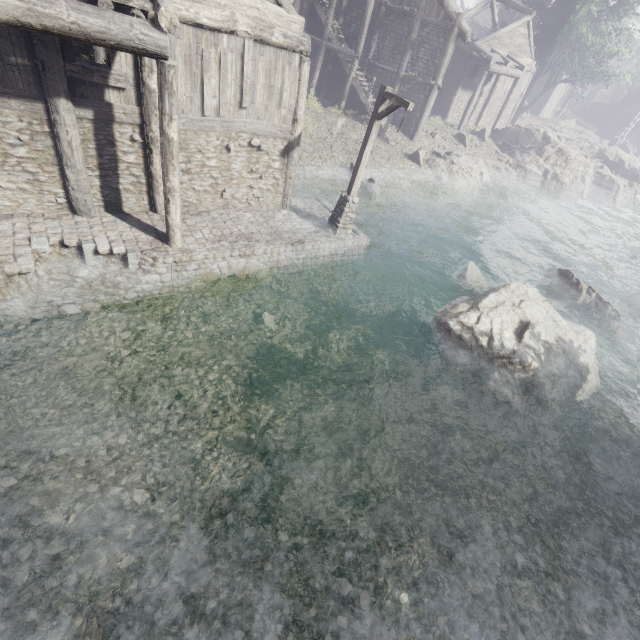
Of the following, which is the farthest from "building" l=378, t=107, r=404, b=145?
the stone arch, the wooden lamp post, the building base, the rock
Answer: the stone arch

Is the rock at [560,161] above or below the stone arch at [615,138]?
below

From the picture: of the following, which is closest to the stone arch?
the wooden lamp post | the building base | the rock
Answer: the rock

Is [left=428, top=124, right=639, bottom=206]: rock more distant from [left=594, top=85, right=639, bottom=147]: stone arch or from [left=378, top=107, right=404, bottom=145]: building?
[left=594, top=85, right=639, bottom=147]: stone arch

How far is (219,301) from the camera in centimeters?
1009cm

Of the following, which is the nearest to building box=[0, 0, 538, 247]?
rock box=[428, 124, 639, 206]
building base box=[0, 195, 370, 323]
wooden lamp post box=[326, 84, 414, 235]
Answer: building base box=[0, 195, 370, 323]

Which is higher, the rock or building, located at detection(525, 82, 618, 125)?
building, located at detection(525, 82, 618, 125)

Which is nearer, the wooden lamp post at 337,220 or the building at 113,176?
the building at 113,176
